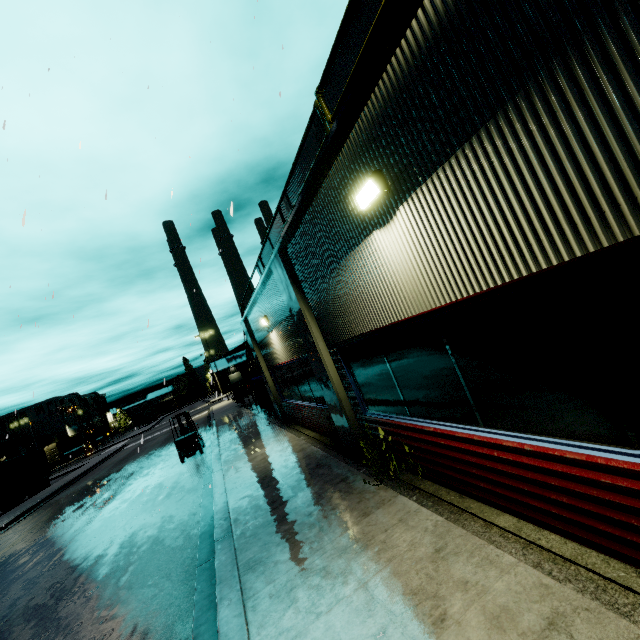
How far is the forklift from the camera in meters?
15.3 m

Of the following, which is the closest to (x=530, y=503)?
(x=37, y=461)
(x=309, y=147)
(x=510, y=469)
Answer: (x=510, y=469)

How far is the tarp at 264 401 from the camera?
16.52m

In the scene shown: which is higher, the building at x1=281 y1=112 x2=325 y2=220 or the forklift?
the building at x1=281 y1=112 x2=325 y2=220

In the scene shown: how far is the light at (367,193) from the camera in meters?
3.7

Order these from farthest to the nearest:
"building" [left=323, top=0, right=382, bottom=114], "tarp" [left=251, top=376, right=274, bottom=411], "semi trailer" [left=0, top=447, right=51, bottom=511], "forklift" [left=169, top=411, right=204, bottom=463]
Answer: "semi trailer" [left=0, top=447, right=51, bottom=511] < "tarp" [left=251, top=376, right=274, bottom=411] < "forklift" [left=169, top=411, right=204, bottom=463] < "building" [left=323, top=0, right=382, bottom=114]

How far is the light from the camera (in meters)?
3.70

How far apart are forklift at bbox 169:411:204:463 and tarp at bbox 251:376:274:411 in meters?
3.3 m
